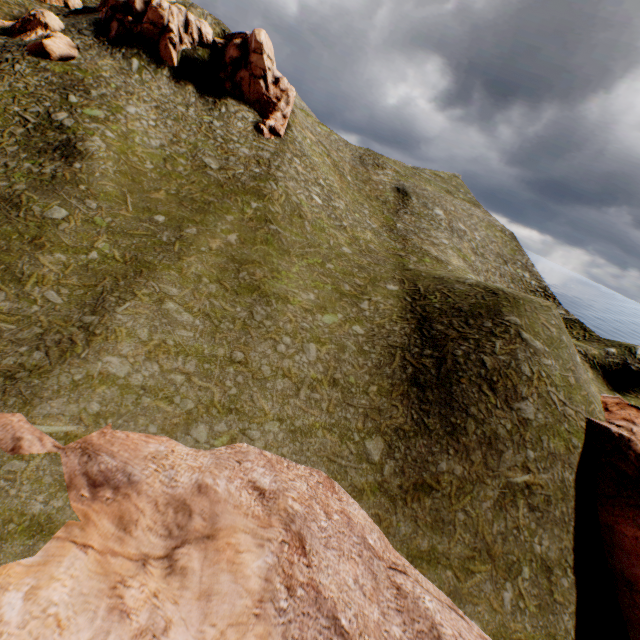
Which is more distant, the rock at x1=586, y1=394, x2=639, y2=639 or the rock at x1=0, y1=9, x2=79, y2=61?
the rock at x1=0, y1=9, x2=79, y2=61

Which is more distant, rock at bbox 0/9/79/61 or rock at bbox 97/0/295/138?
rock at bbox 97/0/295/138

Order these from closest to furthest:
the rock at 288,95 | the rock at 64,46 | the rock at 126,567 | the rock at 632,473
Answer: the rock at 126,567, the rock at 632,473, the rock at 64,46, the rock at 288,95

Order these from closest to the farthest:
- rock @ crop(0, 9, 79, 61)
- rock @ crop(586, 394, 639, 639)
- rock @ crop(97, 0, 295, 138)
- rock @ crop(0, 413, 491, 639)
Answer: rock @ crop(0, 413, 491, 639) → rock @ crop(586, 394, 639, 639) → rock @ crop(0, 9, 79, 61) → rock @ crop(97, 0, 295, 138)

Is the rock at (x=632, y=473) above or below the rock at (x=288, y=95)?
below

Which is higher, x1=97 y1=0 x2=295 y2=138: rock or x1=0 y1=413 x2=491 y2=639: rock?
x1=97 y1=0 x2=295 y2=138: rock

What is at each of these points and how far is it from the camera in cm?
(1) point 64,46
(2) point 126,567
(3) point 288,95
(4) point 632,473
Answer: Answer:
(1) rock, 3278
(2) rock, 1227
(3) rock, 4222
(4) rock, 2036
